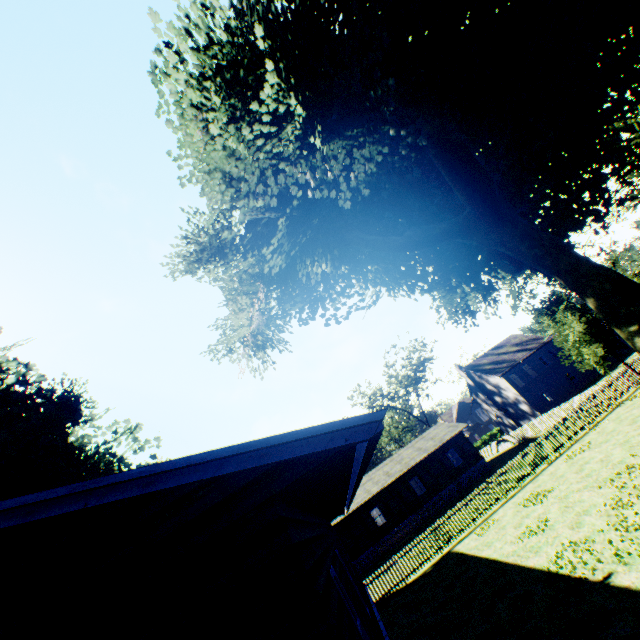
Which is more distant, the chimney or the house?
the chimney

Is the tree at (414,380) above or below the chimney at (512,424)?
above

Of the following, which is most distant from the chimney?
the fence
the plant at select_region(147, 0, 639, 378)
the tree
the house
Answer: the house

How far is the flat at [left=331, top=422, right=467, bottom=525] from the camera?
31.8 meters

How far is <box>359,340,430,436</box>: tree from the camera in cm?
5300

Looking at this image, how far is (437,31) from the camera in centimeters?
1494cm

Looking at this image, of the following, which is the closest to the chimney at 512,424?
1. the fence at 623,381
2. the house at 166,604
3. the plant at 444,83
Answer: the fence at 623,381

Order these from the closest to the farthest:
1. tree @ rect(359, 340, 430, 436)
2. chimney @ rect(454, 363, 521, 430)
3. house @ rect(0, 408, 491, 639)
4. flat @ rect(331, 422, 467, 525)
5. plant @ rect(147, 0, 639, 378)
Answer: house @ rect(0, 408, 491, 639), plant @ rect(147, 0, 639, 378), flat @ rect(331, 422, 467, 525), chimney @ rect(454, 363, 521, 430), tree @ rect(359, 340, 430, 436)
